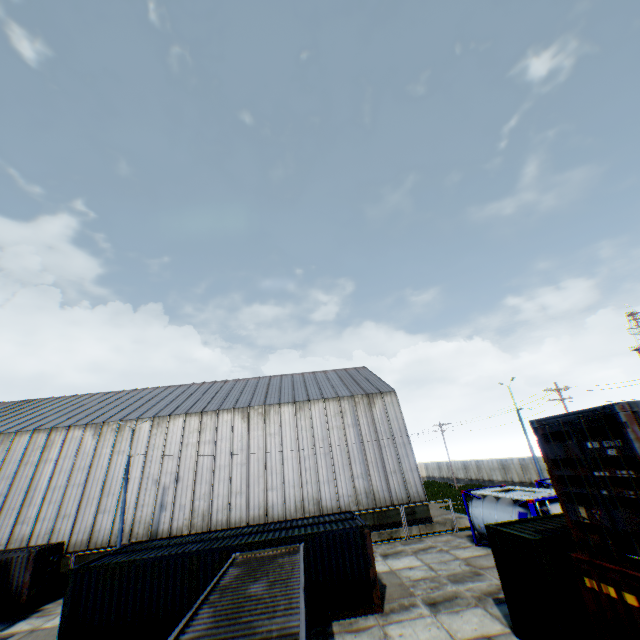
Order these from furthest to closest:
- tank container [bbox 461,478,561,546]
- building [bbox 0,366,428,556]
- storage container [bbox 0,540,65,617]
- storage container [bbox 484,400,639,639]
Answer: building [bbox 0,366,428,556] < storage container [bbox 0,540,65,617] < tank container [bbox 461,478,561,546] < storage container [bbox 484,400,639,639]

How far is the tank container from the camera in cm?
1475

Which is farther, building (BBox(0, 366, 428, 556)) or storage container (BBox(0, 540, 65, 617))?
building (BBox(0, 366, 428, 556))

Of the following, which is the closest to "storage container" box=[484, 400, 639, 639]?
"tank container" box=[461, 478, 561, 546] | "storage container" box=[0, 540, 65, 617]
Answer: "tank container" box=[461, 478, 561, 546]

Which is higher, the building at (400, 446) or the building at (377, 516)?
the building at (400, 446)

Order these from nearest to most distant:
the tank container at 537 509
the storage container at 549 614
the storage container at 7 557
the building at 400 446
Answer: the storage container at 549 614 < the tank container at 537 509 < the storage container at 7 557 < the building at 400 446

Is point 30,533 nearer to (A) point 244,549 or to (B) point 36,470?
(B) point 36,470

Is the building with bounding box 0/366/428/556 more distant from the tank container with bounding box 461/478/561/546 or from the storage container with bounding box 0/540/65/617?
the tank container with bounding box 461/478/561/546
